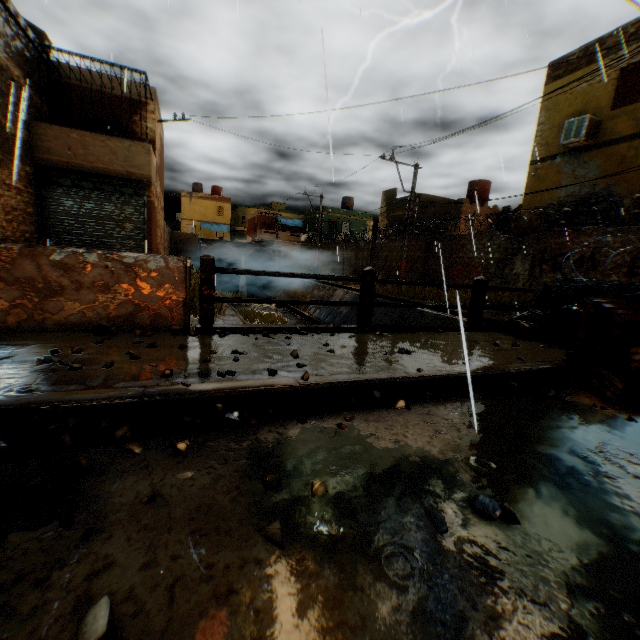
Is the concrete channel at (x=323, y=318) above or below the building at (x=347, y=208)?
below

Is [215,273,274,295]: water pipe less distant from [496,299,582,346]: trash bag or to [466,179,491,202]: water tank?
[466,179,491,202]: water tank

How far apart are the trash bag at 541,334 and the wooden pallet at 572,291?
0.0 meters

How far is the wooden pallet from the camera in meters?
5.1

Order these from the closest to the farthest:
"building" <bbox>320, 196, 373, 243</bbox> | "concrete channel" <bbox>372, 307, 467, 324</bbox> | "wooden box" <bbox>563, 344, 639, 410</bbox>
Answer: "wooden box" <bbox>563, 344, 639, 410</bbox> → "concrete channel" <bbox>372, 307, 467, 324</bbox> → "building" <bbox>320, 196, 373, 243</bbox>

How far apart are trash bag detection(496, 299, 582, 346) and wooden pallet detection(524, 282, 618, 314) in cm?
4

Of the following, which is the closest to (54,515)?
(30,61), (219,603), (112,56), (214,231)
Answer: (219,603)

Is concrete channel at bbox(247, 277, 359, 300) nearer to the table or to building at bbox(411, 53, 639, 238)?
building at bbox(411, 53, 639, 238)
